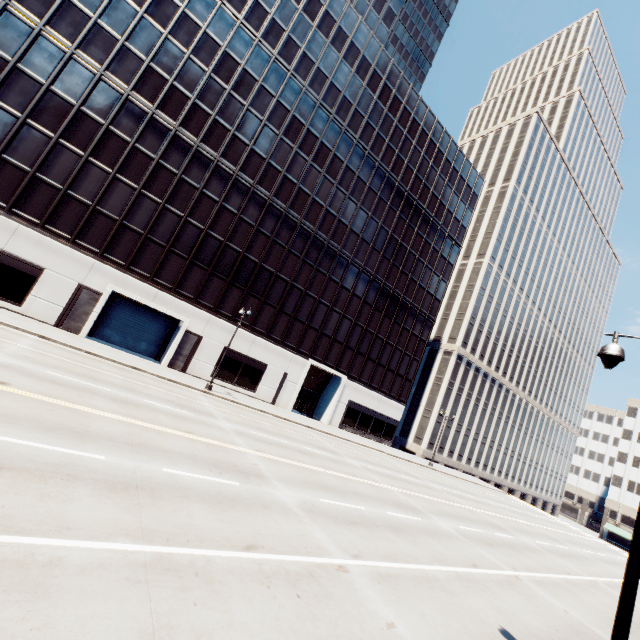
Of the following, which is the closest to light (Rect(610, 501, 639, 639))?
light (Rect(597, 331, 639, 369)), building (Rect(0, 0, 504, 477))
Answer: light (Rect(597, 331, 639, 369))

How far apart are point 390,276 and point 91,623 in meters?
41.9

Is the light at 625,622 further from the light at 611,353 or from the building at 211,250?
the building at 211,250

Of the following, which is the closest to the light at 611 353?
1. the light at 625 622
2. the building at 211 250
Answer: the light at 625 622

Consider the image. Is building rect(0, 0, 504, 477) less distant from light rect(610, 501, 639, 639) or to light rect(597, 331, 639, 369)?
light rect(597, 331, 639, 369)

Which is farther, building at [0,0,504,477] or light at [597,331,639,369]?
building at [0,0,504,477]

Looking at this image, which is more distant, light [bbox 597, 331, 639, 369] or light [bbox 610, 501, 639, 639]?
light [bbox 597, 331, 639, 369]
